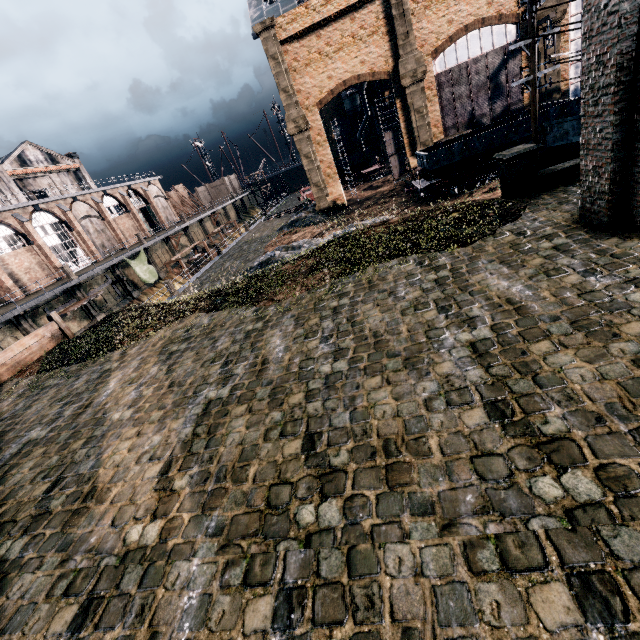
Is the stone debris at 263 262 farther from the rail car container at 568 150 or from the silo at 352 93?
the silo at 352 93

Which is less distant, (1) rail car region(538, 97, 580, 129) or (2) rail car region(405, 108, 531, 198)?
(1) rail car region(538, 97, 580, 129)

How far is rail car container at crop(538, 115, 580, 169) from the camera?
12.72m

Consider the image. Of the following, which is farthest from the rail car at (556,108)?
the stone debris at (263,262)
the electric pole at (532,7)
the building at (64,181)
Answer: the building at (64,181)

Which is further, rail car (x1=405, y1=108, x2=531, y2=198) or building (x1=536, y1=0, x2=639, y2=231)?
Result: rail car (x1=405, y1=108, x2=531, y2=198)

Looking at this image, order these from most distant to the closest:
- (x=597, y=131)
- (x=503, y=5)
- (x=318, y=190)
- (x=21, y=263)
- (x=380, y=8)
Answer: (x=318, y=190) < (x=21, y=263) < (x=380, y=8) < (x=503, y=5) < (x=597, y=131)

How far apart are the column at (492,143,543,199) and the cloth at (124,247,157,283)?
38.2m

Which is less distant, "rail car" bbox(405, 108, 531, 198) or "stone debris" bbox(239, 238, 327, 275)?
"rail car" bbox(405, 108, 531, 198)
